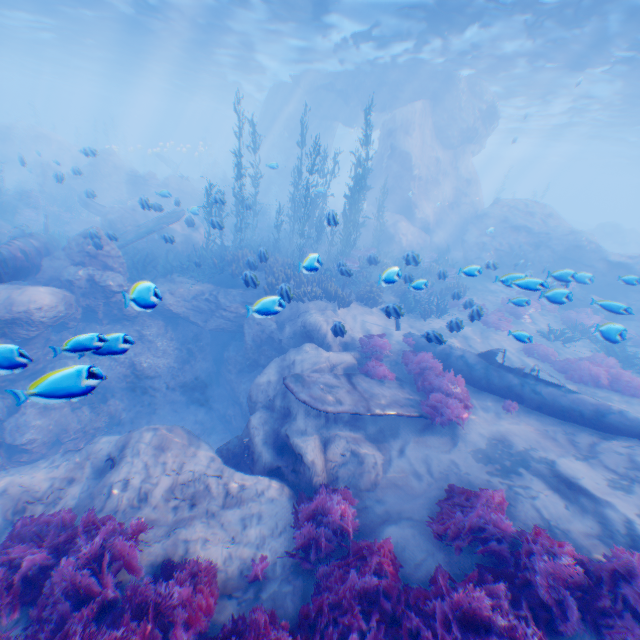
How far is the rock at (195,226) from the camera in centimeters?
1563cm

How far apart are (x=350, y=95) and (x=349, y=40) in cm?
718

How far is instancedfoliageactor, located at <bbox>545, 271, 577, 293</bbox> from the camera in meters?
8.2

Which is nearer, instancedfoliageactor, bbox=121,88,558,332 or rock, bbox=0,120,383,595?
rock, bbox=0,120,383,595

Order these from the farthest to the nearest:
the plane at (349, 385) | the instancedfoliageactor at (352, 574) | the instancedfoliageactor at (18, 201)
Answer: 1. the instancedfoliageactor at (18, 201)
2. the plane at (349, 385)
3. the instancedfoliageactor at (352, 574)

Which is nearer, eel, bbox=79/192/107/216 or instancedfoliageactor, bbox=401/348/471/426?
instancedfoliageactor, bbox=401/348/471/426

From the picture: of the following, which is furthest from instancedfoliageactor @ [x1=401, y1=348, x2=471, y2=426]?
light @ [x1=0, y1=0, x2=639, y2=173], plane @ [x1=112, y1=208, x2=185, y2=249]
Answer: light @ [x1=0, y1=0, x2=639, y2=173]

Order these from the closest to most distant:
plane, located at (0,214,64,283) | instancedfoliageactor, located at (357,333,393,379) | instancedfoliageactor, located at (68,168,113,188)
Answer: plane, located at (0,214,64,283)
instancedfoliageactor, located at (357,333,393,379)
instancedfoliageactor, located at (68,168,113,188)
